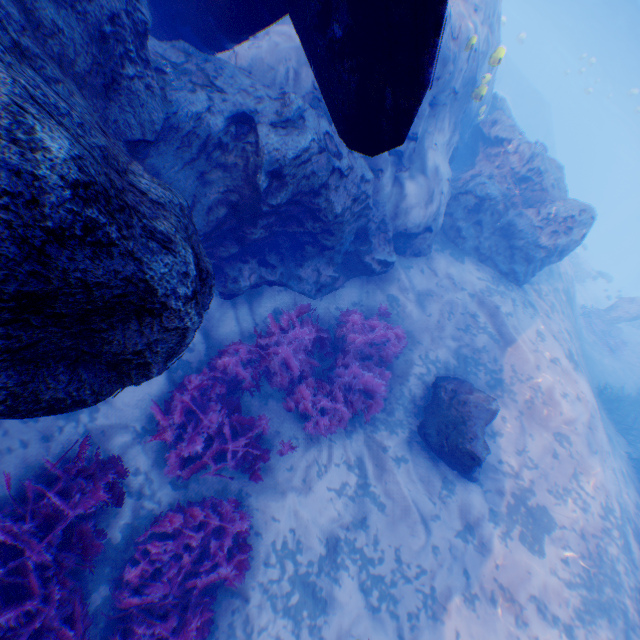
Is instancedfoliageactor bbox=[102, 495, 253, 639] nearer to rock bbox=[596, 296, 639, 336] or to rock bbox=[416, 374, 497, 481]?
rock bbox=[416, 374, 497, 481]

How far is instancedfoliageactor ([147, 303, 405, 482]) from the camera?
5.3m

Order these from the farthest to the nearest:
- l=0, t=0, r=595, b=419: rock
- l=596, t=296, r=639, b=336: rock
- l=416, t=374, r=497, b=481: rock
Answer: l=596, t=296, r=639, b=336: rock
l=416, t=374, r=497, b=481: rock
l=0, t=0, r=595, b=419: rock

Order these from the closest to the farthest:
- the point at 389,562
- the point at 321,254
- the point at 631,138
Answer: the point at 389,562 < the point at 321,254 < the point at 631,138

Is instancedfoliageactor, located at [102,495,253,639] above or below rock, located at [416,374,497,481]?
below

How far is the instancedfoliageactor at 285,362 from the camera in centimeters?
527cm

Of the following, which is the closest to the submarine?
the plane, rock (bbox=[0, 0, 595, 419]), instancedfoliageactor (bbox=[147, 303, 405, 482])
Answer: rock (bbox=[0, 0, 595, 419])

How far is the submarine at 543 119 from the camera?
36.1 meters
